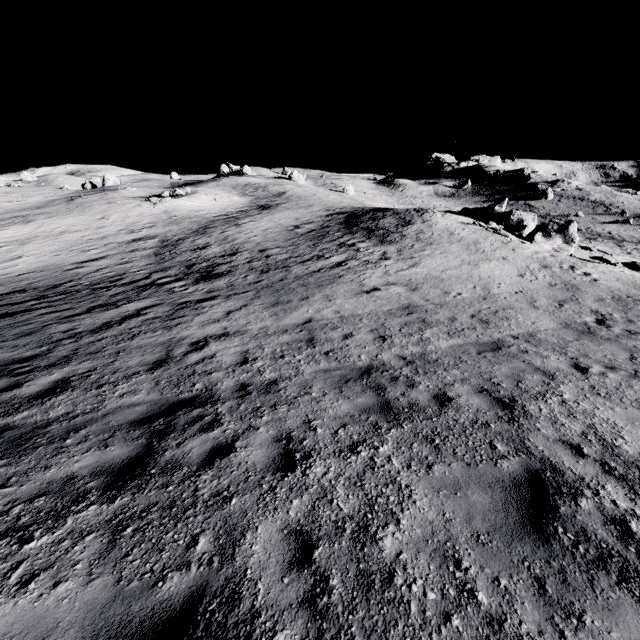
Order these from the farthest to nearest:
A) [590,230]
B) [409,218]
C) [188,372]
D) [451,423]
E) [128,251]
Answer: [590,230]
[409,218]
[128,251]
[188,372]
[451,423]
